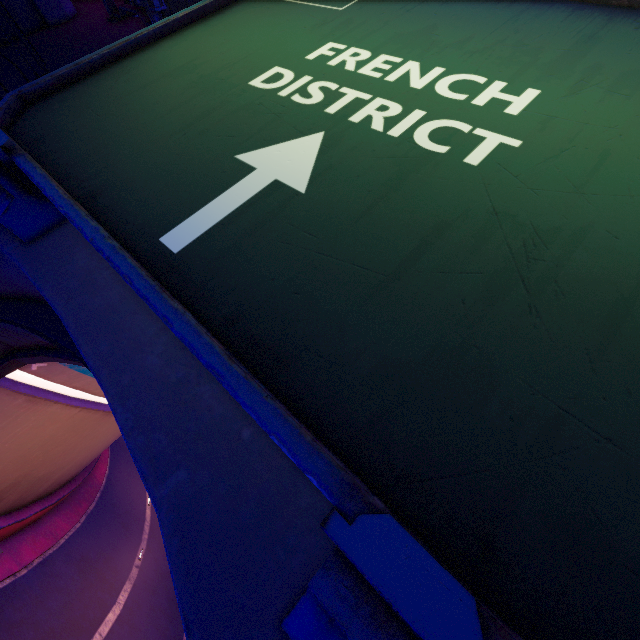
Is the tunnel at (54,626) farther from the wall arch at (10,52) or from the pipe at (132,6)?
the pipe at (132,6)

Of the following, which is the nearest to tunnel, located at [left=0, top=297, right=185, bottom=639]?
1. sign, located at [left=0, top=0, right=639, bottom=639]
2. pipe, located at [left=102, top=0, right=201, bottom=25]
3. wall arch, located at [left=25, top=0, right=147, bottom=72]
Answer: wall arch, located at [left=25, top=0, right=147, bottom=72]

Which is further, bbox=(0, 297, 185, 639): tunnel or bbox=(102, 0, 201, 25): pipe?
bbox=(0, 297, 185, 639): tunnel

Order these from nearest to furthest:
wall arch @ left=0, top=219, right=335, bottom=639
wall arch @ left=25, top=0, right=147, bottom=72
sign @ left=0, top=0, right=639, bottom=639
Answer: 1. sign @ left=0, top=0, right=639, bottom=639
2. wall arch @ left=0, top=219, right=335, bottom=639
3. wall arch @ left=25, top=0, right=147, bottom=72

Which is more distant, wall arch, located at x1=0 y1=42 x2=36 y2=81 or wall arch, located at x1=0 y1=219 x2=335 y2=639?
wall arch, located at x1=0 y1=42 x2=36 y2=81

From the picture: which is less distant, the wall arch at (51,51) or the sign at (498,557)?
the sign at (498,557)

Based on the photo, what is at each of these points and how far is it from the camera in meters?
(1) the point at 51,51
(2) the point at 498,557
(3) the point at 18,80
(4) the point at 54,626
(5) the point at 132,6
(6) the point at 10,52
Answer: (1) wall arch, 7.1
(2) sign, 1.3
(3) wall arch, 6.5
(4) tunnel, 14.2
(5) pipe, 7.0
(6) wall arch, 7.5
